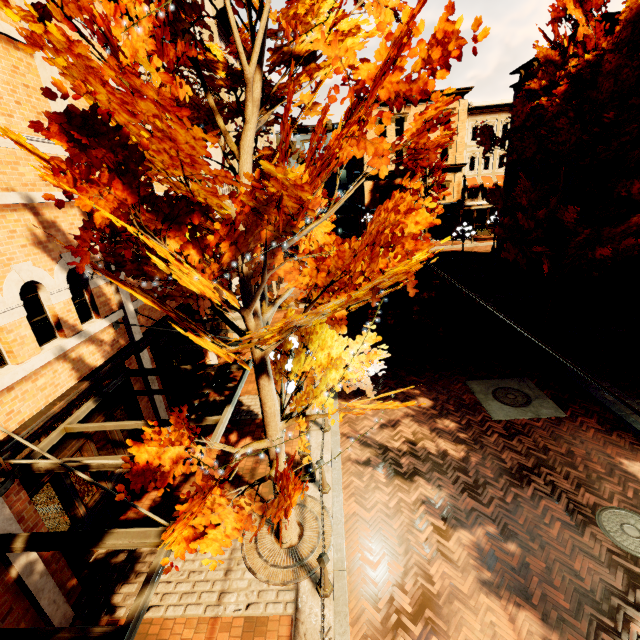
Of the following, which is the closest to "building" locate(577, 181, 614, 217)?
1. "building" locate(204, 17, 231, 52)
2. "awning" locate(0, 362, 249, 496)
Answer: "awning" locate(0, 362, 249, 496)

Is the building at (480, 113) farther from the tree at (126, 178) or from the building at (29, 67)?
the building at (29, 67)

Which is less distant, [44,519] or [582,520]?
[44,519]

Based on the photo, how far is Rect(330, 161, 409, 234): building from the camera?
36.4m

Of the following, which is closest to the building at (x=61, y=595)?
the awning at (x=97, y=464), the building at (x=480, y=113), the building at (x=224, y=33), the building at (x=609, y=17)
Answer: the awning at (x=97, y=464)

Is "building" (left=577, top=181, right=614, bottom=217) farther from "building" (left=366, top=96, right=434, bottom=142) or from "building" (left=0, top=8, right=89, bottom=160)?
"building" (left=366, top=96, right=434, bottom=142)

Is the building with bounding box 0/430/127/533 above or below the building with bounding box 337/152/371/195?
below

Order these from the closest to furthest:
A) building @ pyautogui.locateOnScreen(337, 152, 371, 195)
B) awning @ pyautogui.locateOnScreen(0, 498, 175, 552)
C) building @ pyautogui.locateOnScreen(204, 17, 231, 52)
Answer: awning @ pyautogui.locateOnScreen(0, 498, 175, 552) → building @ pyautogui.locateOnScreen(204, 17, 231, 52) → building @ pyautogui.locateOnScreen(337, 152, 371, 195)
